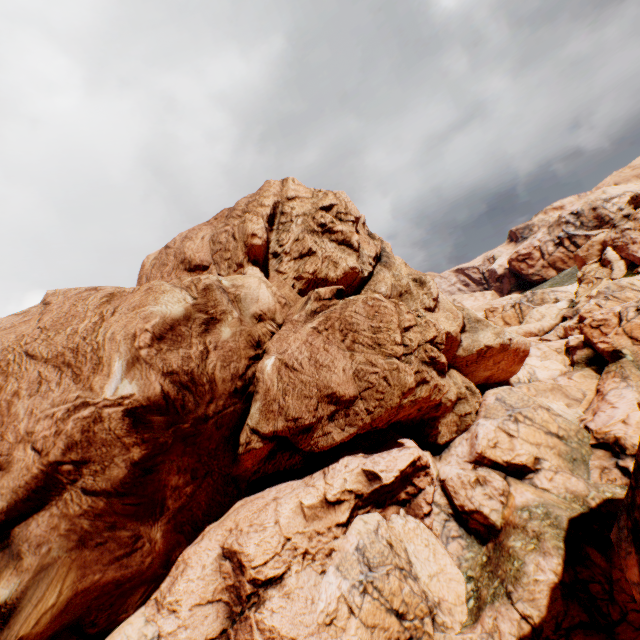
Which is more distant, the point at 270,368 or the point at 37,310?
the point at 270,368
